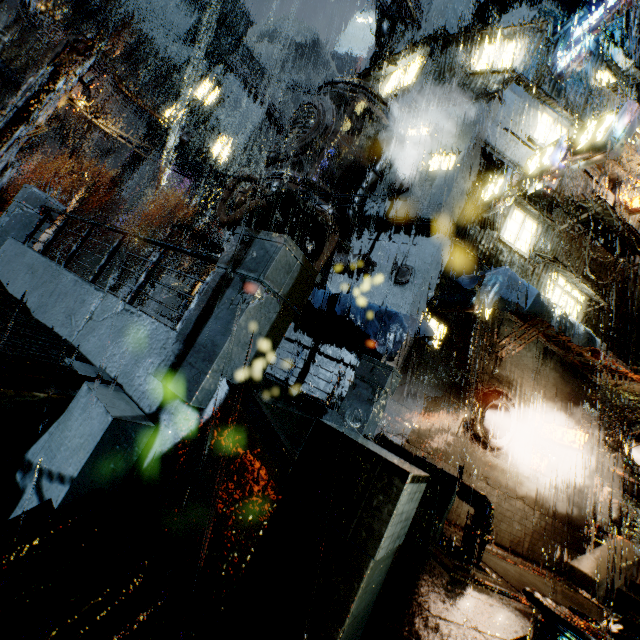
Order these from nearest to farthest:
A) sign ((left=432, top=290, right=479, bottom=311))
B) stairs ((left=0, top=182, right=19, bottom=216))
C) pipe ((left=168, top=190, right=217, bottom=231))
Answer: sign ((left=432, top=290, right=479, bottom=311)) → stairs ((left=0, top=182, right=19, bottom=216)) → pipe ((left=168, top=190, right=217, bottom=231))

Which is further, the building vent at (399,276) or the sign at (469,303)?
the building vent at (399,276)

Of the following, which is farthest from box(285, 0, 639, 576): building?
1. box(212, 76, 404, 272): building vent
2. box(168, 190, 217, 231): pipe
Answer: box(168, 190, 217, 231): pipe

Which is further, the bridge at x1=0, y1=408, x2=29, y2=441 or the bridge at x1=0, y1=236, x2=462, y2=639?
the bridge at x1=0, y1=408, x2=29, y2=441

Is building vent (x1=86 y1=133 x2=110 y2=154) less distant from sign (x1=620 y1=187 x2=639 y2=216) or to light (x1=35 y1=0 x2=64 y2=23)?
light (x1=35 y1=0 x2=64 y2=23)

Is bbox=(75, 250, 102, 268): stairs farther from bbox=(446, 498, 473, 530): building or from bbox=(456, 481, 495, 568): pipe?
bbox=(456, 481, 495, 568): pipe

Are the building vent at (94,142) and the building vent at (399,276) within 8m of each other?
no

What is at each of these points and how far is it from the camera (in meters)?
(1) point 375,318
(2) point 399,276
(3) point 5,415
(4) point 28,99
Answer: (1) cloth, 10.14
(2) building vent, 13.42
(3) bridge, 4.93
(4) street light, 11.22
